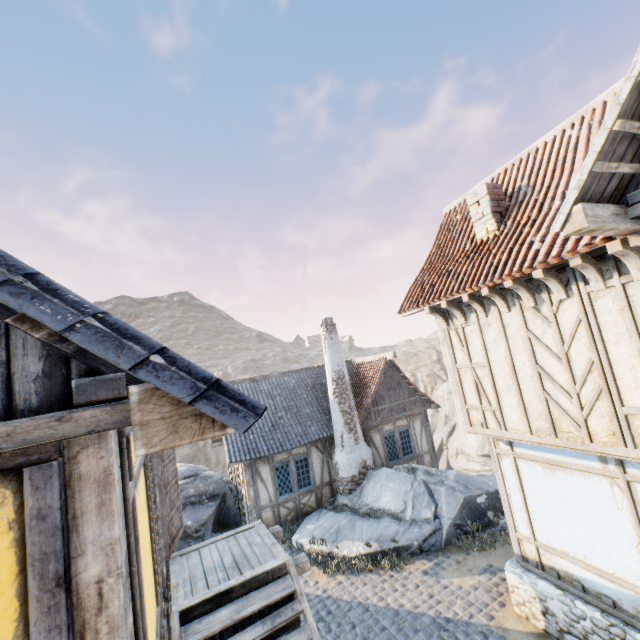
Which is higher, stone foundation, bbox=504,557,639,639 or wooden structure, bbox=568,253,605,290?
wooden structure, bbox=568,253,605,290

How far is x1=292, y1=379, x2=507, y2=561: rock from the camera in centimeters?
1002cm

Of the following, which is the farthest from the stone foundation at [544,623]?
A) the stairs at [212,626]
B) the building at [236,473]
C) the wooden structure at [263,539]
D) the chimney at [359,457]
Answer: the building at [236,473]

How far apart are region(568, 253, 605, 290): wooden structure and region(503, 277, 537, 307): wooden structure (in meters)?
0.87

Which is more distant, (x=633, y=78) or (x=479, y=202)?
(x=479, y=202)

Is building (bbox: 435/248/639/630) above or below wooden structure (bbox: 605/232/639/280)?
below

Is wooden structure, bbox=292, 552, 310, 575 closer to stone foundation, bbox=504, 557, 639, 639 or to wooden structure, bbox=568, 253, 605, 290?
stone foundation, bbox=504, 557, 639, 639

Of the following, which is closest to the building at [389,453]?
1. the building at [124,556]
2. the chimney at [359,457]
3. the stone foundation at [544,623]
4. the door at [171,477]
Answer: the chimney at [359,457]
